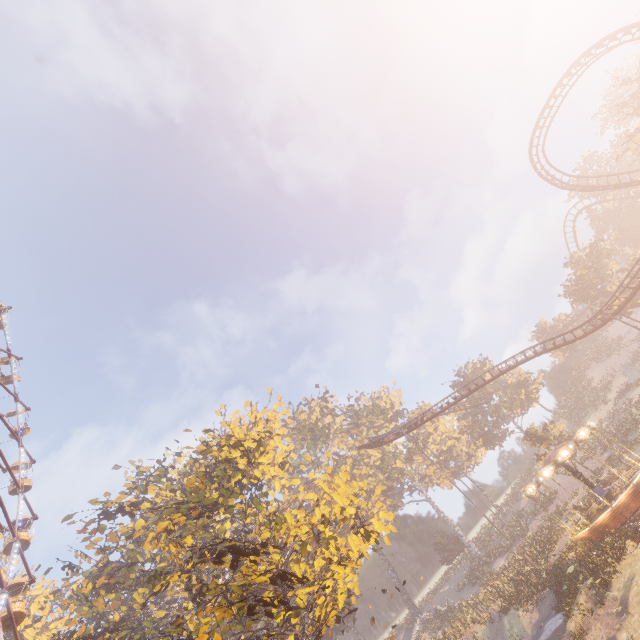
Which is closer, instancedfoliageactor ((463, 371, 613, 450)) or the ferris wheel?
the ferris wheel

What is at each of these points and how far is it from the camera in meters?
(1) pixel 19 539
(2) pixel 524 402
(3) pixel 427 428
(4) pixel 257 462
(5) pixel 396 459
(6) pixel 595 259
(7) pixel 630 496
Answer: (1) ferris wheel, 25.5 m
(2) instancedfoliageactor, 53.0 m
(3) instancedfoliageactor, 57.7 m
(4) tree, 19.7 m
(5) instancedfoliageactor, 56.2 m
(6) tree, 43.0 m
(7) carousel, 20.3 m

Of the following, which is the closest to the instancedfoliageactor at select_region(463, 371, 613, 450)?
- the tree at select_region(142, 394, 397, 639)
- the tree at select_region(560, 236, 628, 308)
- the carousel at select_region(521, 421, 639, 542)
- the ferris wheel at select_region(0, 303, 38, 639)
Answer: the carousel at select_region(521, 421, 639, 542)

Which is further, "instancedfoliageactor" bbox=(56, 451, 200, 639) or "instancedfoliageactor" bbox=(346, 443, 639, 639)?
"instancedfoliageactor" bbox=(56, 451, 200, 639)

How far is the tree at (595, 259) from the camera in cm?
4278

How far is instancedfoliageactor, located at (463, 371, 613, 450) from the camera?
38.1 meters

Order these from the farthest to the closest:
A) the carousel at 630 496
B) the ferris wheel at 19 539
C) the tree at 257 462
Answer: the ferris wheel at 19 539 → the carousel at 630 496 → the tree at 257 462

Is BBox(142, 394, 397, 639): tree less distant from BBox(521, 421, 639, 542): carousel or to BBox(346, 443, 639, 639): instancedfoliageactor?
BBox(346, 443, 639, 639): instancedfoliageactor
